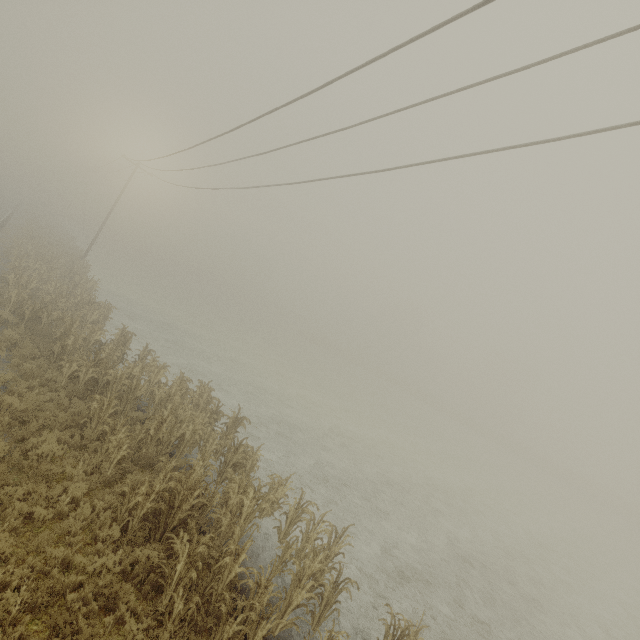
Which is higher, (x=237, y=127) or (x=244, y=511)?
(x=237, y=127)
